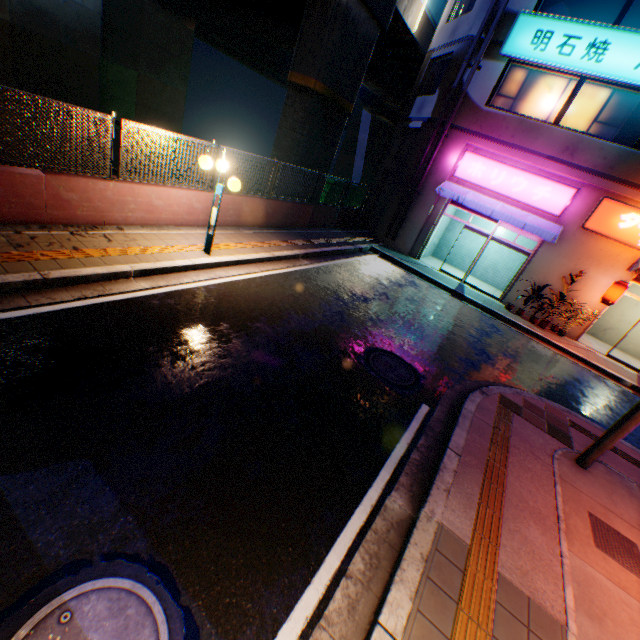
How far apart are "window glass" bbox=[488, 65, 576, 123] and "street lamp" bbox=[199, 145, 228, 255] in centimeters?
1229cm

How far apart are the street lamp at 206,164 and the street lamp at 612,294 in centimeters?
1361cm

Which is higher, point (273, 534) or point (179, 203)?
point (179, 203)

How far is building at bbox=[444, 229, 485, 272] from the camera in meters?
17.3 m

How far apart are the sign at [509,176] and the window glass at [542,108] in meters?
1.6

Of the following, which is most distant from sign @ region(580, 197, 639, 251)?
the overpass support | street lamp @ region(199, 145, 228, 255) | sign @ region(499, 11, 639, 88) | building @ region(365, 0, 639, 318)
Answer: street lamp @ region(199, 145, 228, 255)

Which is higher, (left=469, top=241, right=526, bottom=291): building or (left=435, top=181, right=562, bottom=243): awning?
(left=435, top=181, right=562, bottom=243): awning

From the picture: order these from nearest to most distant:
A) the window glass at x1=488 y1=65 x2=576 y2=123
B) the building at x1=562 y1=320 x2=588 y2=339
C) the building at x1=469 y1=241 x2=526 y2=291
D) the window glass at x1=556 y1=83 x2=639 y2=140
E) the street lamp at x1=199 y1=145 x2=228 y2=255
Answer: the street lamp at x1=199 y1=145 x2=228 y2=255 → the window glass at x1=556 y1=83 x2=639 y2=140 → the window glass at x1=488 y1=65 x2=576 y2=123 → the building at x1=562 y1=320 x2=588 y2=339 → the building at x1=469 y1=241 x2=526 y2=291
